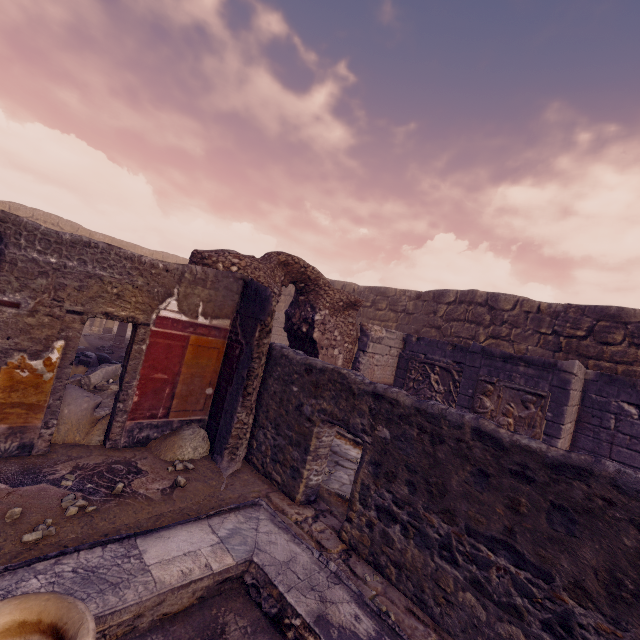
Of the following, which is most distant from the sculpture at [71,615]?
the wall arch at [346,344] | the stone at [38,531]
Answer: the wall arch at [346,344]

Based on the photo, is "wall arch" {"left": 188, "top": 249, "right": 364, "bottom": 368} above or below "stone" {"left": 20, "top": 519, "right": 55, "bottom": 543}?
above

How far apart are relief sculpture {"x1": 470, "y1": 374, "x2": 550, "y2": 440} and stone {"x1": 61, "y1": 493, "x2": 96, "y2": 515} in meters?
6.6

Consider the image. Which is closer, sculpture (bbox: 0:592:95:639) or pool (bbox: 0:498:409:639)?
sculpture (bbox: 0:592:95:639)

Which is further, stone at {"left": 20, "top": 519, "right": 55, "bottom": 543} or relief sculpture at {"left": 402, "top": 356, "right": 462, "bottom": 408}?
relief sculpture at {"left": 402, "top": 356, "right": 462, "bottom": 408}

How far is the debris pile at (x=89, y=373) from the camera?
4.4m

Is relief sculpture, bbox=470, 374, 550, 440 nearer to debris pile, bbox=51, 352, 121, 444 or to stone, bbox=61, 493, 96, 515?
debris pile, bbox=51, 352, 121, 444

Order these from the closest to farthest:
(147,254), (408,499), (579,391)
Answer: (408,499) < (579,391) < (147,254)
